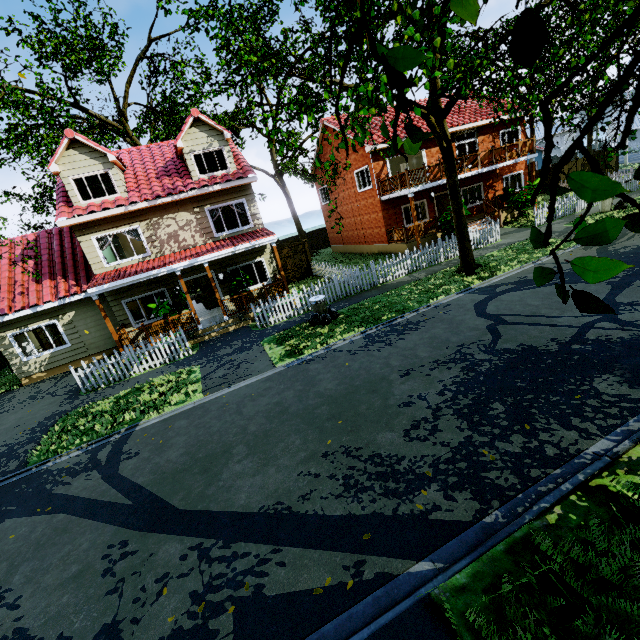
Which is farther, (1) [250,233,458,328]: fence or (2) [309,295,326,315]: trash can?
(1) [250,233,458,328]: fence

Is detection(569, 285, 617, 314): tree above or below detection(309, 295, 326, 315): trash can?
above

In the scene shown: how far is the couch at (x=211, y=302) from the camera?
17.89m

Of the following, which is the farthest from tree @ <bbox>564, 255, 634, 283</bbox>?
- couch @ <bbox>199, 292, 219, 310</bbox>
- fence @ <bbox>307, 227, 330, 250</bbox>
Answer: couch @ <bbox>199, 292, 219, 310</bbox>

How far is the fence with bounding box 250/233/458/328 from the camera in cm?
1406

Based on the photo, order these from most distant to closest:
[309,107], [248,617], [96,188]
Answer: [96,188] → [309,107] → [248,617]

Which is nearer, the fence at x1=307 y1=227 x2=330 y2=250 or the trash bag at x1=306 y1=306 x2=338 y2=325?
the trash bag at x1=306 y1=306 x2=338 y2=325

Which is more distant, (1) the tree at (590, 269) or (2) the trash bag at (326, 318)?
(2) the trash bag at (326, 318)
